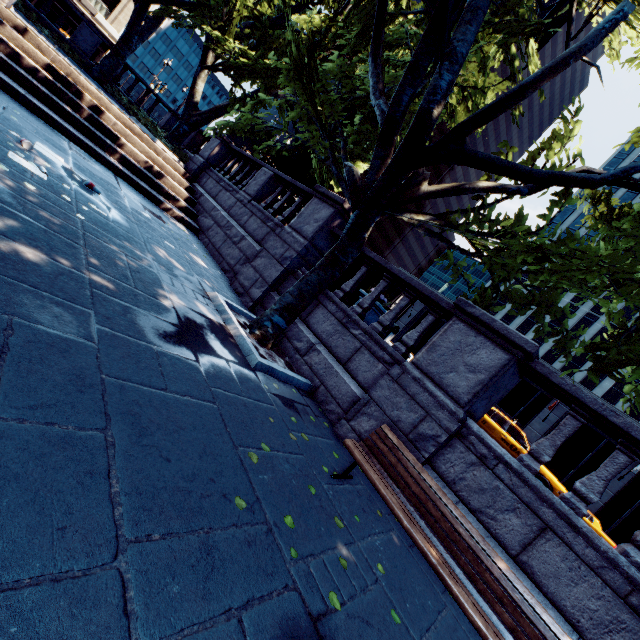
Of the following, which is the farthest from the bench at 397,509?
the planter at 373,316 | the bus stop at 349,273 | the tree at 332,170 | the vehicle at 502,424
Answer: the vehicle at 502,424

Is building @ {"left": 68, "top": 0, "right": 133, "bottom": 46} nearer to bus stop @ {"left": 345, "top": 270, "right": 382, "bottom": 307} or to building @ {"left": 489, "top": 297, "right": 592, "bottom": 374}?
building @ {"left": 489, "top": 297, "right": 592, "bottom": 374}

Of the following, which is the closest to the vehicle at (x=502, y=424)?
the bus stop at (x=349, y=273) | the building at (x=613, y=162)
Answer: the bus stop at (x=349, y=273)

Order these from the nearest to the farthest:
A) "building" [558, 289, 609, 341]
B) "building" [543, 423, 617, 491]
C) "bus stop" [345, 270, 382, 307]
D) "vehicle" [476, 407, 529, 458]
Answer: "vehicle" [476, 407, 529, 458], "bus stop" [345, 270, 382, 307], "building" [543, 423, 617, 491], "building" [558, 289, 609, 341]

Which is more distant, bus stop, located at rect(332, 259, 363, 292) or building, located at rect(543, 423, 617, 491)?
building, located at rect(543, 423, 617, 491)

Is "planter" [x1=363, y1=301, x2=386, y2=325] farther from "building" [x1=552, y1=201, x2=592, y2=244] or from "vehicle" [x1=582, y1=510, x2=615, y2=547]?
"building" [x1=552, y1=201, x2=592, y2=244]

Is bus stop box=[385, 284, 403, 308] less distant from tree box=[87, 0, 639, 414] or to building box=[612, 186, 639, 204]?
tree box=[87, 0, 639, 414]

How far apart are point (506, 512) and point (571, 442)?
33.1 meters
